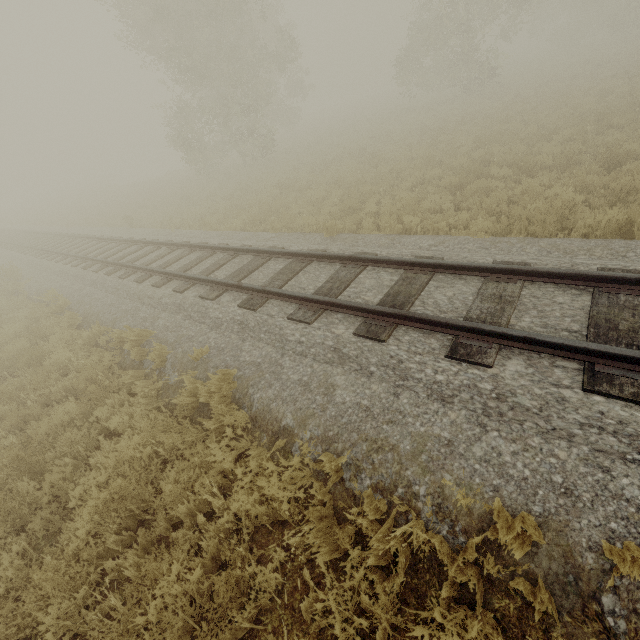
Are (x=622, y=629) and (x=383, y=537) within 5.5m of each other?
yes
